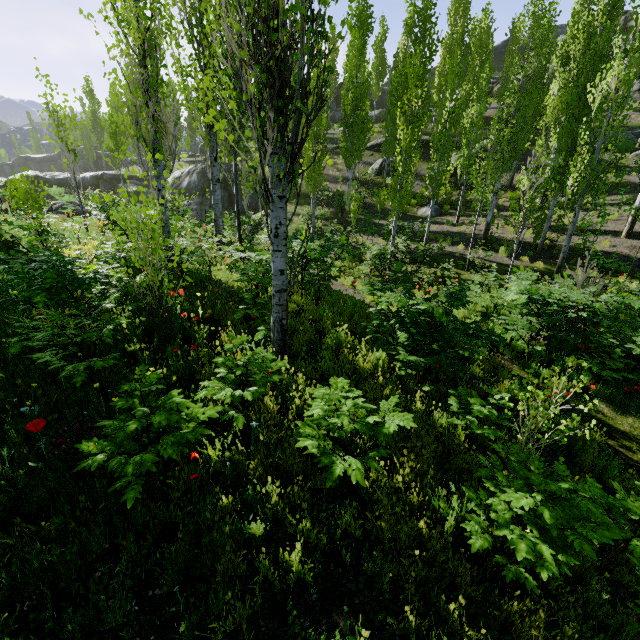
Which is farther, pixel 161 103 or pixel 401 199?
pixel 401 199

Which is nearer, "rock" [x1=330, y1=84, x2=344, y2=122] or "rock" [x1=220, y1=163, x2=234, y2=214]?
"rock" [x1=220, y1=163, x2=234, y2=214]

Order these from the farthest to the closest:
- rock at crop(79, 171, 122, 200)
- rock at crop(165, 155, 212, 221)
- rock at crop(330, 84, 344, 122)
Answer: rock at crop(330, 84, 344, 122) < rock at crop(79, 171, 122, 200) < rock at crop(165, 155, 212, 221)

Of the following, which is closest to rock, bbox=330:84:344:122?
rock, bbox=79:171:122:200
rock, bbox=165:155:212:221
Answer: rock, bbox=165:155:212:221

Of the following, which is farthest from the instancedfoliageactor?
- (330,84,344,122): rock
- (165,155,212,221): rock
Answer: (330,84,344,122): rock

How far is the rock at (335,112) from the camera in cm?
4484

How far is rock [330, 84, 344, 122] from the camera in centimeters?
4484cm

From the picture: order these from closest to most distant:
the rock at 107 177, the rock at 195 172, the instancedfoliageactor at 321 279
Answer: the instancedfoliageactor at 321 279 < the rock at 195 172 < the rock at 107 177
